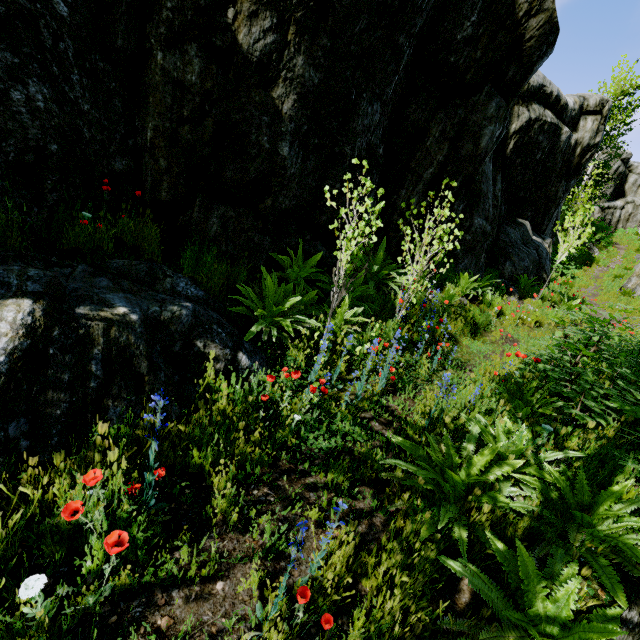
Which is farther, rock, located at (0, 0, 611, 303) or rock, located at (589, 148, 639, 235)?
rock, located at (589, 148, 639, 235)

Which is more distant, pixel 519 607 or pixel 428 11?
pixel 428 11

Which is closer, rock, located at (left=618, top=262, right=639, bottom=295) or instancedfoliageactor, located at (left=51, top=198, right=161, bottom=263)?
instancedfoliageactor, located at (left=51, top=198, right=161, bottom=263)

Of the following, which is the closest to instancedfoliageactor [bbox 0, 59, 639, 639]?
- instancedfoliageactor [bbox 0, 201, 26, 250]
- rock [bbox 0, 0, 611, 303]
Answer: rock [bbox 0, 0, 611, 303]

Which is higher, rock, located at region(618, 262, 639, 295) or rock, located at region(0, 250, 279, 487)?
rock, located at region(618, 262, 639, 295)

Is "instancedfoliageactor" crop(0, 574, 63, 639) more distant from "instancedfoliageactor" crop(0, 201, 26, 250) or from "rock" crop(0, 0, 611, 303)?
"instancedfoliageactor" crop(0, 201, 26, 250)

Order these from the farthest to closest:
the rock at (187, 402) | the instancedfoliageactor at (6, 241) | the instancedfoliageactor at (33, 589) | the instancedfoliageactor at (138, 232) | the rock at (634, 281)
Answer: the rock at (634, 281)
the instancedfoliageactor at (138, 232)
the instancedfoliageactor at (6, 241)
the rock at (187, 402)
the instancedfoliageactor at (33, 589)

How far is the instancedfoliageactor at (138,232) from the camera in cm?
350
